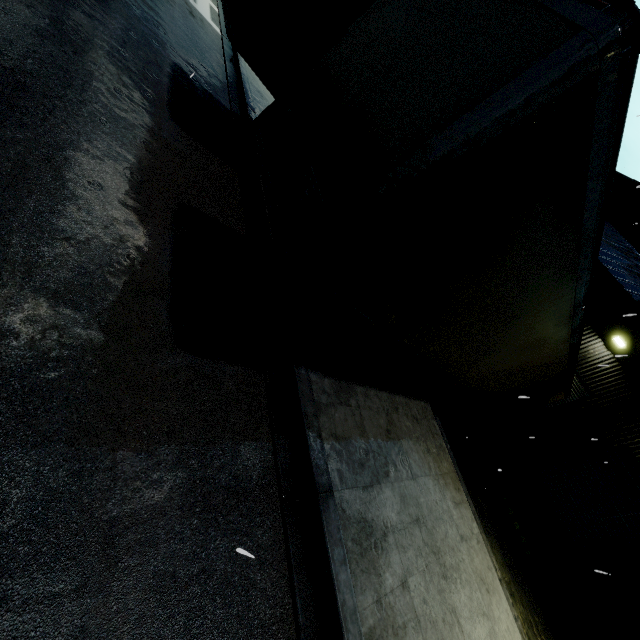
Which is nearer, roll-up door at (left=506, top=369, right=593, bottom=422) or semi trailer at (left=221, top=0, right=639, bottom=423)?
semi trailer at (left=221, top=0, right=639, bottom=423)

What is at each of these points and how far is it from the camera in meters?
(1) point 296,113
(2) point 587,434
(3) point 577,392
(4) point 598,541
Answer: (1) semi trailer, 3.7
(2) building, 12.9
(3) roll-up door, 13.6
(4) roll-up door, 12.0

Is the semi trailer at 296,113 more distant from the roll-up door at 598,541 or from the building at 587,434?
the roll-up door at 598,541

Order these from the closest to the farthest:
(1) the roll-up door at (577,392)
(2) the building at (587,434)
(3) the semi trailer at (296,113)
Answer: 1. (3) the semi trailer at (296,113)
2. (2) the building at (587,434)
3. (1) the roll-up door at (577,392)

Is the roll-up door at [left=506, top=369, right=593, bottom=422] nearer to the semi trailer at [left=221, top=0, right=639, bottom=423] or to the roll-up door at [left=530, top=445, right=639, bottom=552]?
the semi trailer at [left=221, top=0, right=639, bottom=423]

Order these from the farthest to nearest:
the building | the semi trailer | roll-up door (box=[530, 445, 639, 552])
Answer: roll-up door (box=[530, 445, 639, 552]) < the building < the semi trailer

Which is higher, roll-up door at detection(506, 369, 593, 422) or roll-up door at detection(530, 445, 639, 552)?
roll-up door at detection(506, 369, 593, 422)

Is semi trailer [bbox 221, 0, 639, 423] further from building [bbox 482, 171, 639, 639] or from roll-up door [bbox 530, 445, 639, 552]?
roll-up door [bbox 530, 445, 639, 552]
